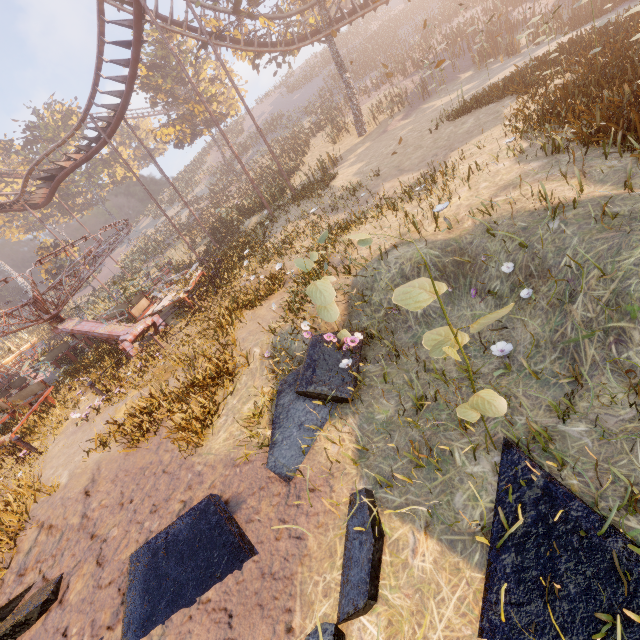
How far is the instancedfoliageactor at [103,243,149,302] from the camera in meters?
15.2 m

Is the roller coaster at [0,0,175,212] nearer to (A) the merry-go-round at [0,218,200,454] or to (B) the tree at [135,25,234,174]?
(B) the tree at [135,25,234,174]

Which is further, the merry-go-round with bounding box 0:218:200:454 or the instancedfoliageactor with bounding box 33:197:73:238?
the instancedfoliageactor with bounding box 33:197:73:238

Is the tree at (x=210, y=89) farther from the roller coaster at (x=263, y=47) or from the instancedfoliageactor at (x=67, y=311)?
the instancedfoliageactor at (x=67, y=311)

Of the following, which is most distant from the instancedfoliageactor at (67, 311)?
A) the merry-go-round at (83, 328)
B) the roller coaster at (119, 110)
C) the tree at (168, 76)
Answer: the tree at (168, 76)

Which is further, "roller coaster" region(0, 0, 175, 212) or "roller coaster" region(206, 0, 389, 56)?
"roller coaster" region(206, 0, 389, 56)

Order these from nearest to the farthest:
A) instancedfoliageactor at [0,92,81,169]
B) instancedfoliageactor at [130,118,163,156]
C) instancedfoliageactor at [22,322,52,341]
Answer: instancedfoliageactor at [22,322,52,341], instancedfoliageactor at [0,92,81,169], instancedfoliageactor at [130,118,163,156]

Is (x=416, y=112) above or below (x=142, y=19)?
A: below
